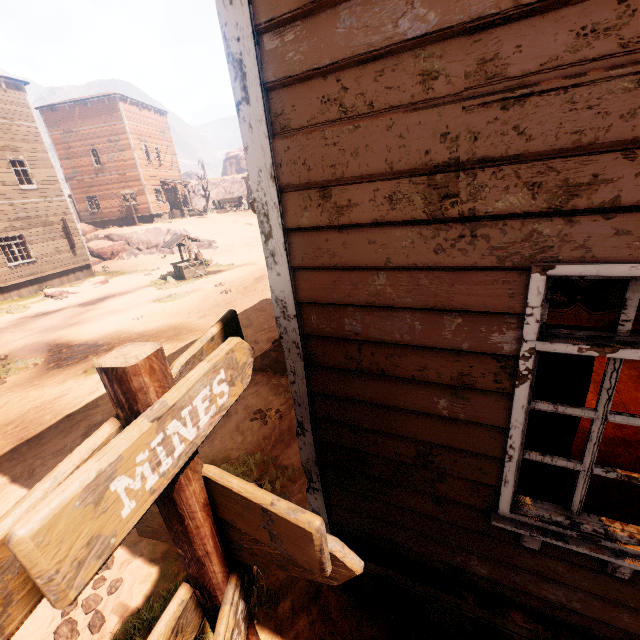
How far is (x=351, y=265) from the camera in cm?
168

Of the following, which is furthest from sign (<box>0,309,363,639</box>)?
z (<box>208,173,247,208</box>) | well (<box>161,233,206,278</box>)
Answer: well (<box>161,233,206,278</box>)

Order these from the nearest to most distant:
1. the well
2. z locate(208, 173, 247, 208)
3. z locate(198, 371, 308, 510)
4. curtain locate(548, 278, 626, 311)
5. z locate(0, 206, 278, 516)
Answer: curtain locate(548, 278, 626, 311), z locate(198, 371, 308, 510), z locate(0, 206, 278, 516), the well, z locate(208, 173, 247, 208)

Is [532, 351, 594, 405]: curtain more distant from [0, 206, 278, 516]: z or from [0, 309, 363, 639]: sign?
[0, 206, 278, 516]: z

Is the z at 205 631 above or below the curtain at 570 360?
below

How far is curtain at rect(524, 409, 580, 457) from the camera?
1.68m

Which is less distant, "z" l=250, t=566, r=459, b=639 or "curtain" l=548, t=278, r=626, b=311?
"curtain" l=548, t=278, r=626, b=311

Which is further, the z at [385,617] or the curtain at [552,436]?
the z at [385,617]
